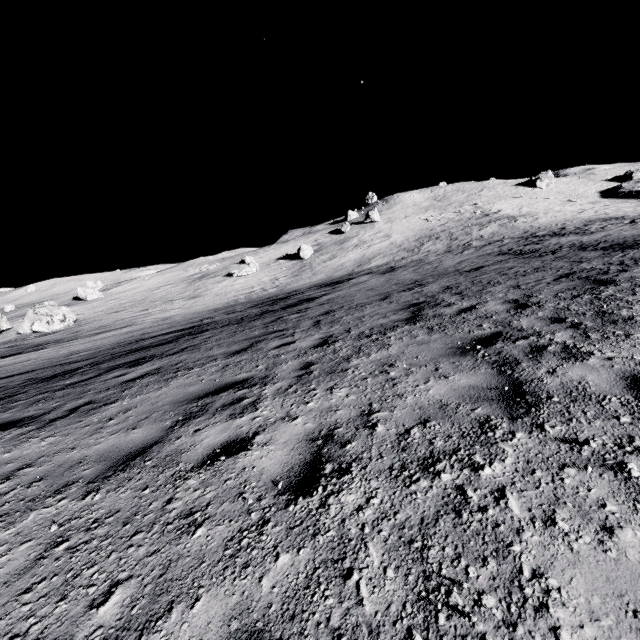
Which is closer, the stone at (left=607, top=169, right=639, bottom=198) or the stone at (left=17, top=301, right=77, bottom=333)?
the stone at (left=17, top=301, right=77, bottom=333)

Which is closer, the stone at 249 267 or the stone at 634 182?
the stone at 249 267

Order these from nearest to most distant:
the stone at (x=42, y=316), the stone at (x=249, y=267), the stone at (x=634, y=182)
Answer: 1. the stone at (x=42, y=316)
2. the stone at (x=249, y=267)
3. the stone at (x=634, y=182)

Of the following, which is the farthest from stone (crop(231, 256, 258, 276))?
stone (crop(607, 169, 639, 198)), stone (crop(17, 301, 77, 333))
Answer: stone (crop(607, 169, 639, 198))

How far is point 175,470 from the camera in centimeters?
312cm

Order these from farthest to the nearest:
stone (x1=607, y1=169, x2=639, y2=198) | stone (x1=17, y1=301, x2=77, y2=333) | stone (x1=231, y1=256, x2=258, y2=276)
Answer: stone (x1=607, y1=169, x2=639, y2=198)
stone (x1=231, y1=256, x2=258, y2=276)
stone (x1=17, y1=301, x2=77, y2=333)
